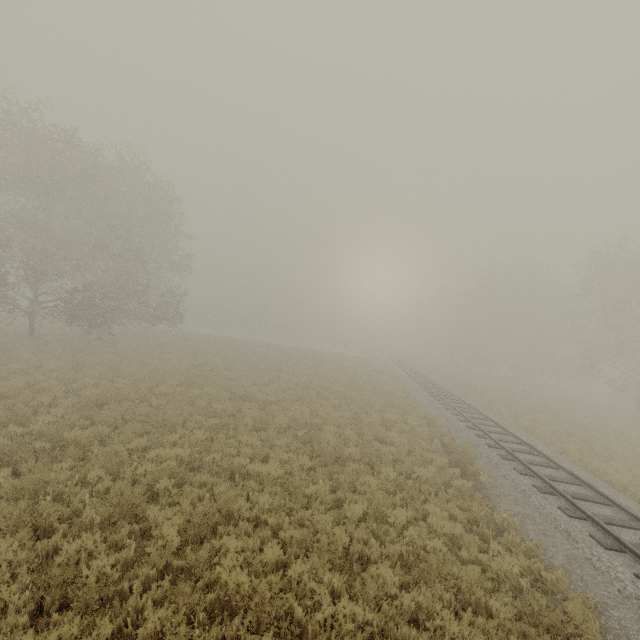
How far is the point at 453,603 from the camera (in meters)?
5.75
